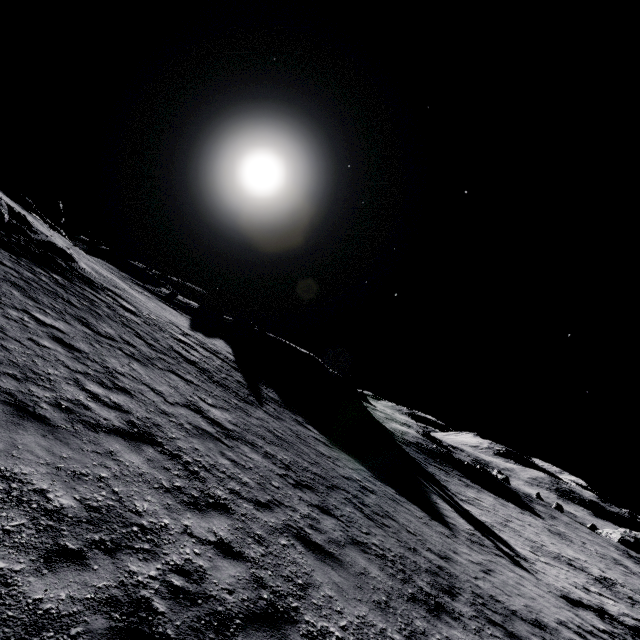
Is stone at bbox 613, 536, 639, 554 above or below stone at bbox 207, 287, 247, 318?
below

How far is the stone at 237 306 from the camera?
54.8 meters

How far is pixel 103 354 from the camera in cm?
969

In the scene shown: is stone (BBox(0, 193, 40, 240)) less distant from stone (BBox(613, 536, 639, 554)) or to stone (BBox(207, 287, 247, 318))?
stone (BBox(207, 287, 247, 318))

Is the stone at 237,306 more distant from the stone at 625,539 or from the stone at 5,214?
the stone at 625,539

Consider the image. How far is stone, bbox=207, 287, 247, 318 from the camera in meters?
54.8 m

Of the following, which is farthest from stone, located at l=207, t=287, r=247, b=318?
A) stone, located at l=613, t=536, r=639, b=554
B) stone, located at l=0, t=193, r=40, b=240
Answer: stone, located at l=613, t=536, r=639, b=554

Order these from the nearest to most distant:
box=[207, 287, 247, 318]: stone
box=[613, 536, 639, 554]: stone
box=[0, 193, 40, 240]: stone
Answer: box=[0, 193, 40, 240]: stone → box=[207, 287, 247, 318]: stone → box=[613, 536, 639, 554]: stone
